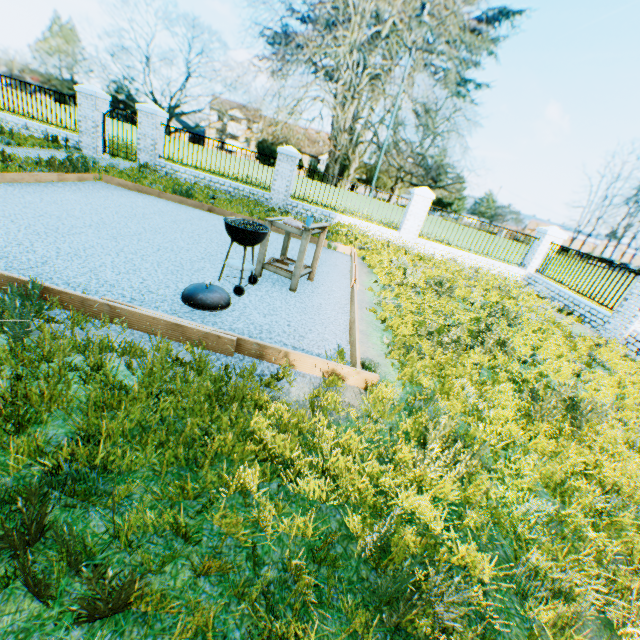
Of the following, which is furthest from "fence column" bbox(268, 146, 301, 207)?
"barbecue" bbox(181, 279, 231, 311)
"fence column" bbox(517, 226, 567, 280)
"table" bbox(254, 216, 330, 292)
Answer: "fence column" bbox(517, 226, 567, 280)

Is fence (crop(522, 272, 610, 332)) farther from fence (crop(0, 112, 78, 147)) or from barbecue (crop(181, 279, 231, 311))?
fence (crop(0, 112, 78, 147))

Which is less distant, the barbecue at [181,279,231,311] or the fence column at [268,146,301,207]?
the barbecue at [181,279,231,311]

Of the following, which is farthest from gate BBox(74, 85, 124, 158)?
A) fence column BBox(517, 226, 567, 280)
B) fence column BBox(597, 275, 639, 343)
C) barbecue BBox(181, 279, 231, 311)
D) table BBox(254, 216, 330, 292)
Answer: fence column BBox(597, 275, 639, 343)

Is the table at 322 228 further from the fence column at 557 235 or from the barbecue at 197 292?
the fence column at 557 235

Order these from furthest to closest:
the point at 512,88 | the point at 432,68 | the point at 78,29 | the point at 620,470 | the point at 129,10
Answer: the point at 432,68
the point at 512,88
the point at 129,10
the point at 78,29
the point at 620,470

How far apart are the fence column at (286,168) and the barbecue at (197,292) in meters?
9.9 m

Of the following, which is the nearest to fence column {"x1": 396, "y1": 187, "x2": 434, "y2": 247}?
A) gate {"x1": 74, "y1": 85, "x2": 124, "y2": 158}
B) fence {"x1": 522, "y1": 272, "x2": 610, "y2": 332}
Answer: fence {"x1": 522, "y1": 272, "x2": 610, "y2": 332}
